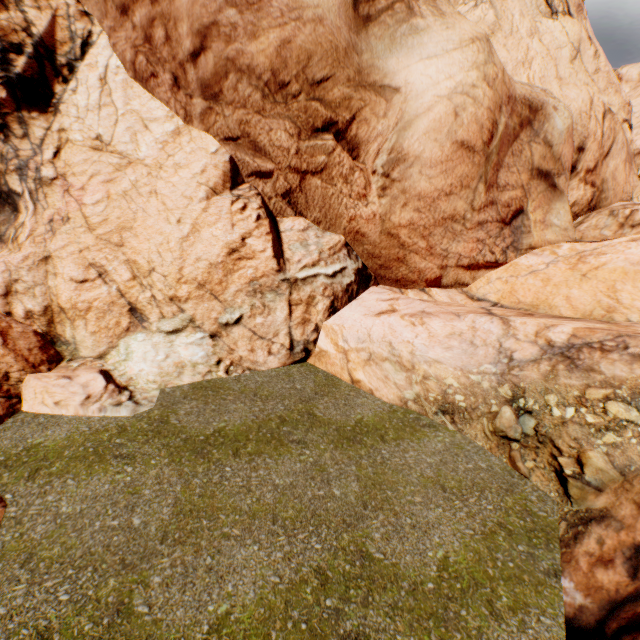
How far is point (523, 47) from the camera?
12.2m
